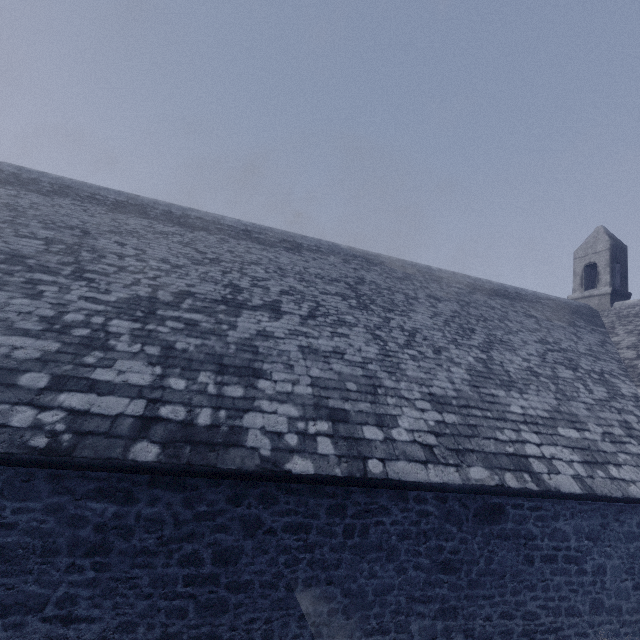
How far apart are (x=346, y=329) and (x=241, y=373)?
2.9 meters
